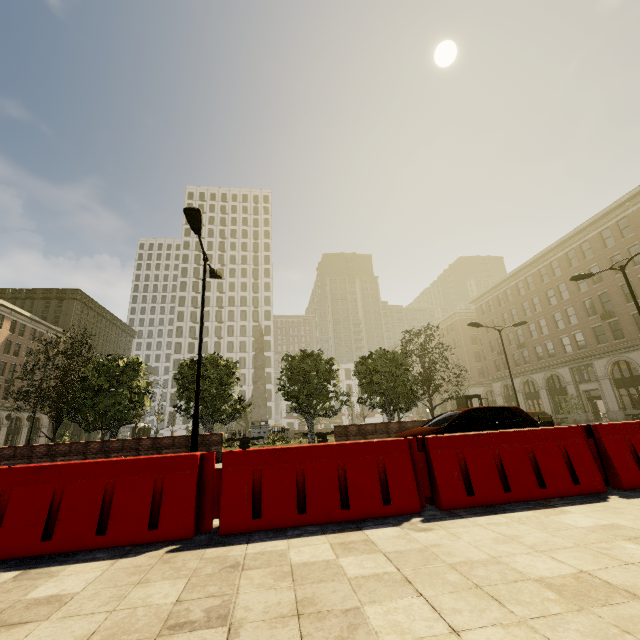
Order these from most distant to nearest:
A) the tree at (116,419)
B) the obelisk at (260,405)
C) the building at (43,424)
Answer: the building at (43,424)
the obelisk at (260,405)
the tree at (116,419)

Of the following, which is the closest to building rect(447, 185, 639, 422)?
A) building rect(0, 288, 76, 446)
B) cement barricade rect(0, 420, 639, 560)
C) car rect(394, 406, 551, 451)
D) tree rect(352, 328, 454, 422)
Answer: tree rect(352, 328, 454, 422)

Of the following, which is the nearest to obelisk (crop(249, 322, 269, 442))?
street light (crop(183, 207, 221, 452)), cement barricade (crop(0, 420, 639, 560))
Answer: street light (crop(183, 207, 221, 452))

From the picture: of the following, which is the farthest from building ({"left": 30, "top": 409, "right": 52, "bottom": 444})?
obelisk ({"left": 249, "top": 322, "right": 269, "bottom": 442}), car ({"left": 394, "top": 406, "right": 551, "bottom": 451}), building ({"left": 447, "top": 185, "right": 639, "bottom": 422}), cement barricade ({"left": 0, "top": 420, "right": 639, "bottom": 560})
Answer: obelisk ({"left": 249, "top": 322, "right": 269, "bottom": 442})

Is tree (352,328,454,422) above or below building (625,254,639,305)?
below

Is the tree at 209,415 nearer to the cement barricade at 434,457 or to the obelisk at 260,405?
the obelisk at 260,405

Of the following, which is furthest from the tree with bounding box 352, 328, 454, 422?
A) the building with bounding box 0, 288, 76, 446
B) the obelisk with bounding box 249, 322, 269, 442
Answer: the building with bounding box 0, 288, 76, 446

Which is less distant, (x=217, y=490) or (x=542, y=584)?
(x=542, y=584)
